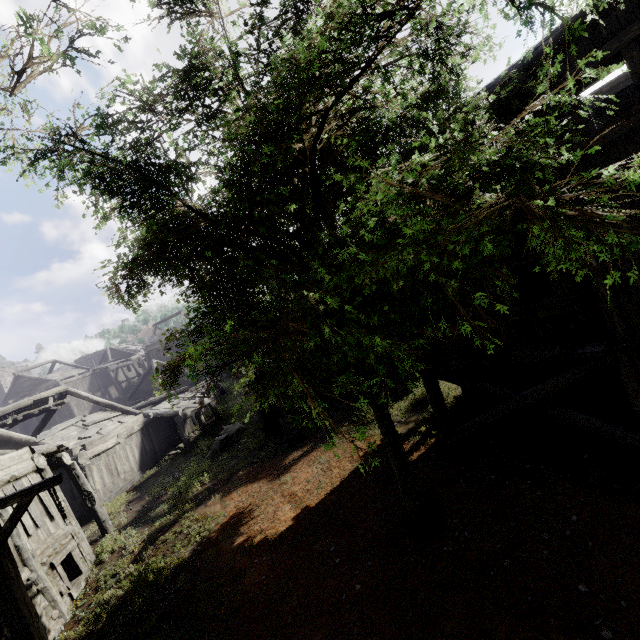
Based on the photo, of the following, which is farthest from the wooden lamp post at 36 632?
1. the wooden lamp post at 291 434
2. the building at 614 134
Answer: the wooden lamp post at 291 434

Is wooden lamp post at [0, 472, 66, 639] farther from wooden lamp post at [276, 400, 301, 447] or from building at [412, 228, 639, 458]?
wooden lamp post at [276, 400, 301, 447]

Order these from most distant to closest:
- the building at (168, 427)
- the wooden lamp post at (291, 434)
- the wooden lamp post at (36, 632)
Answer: the wooden lamp post at (291, 434) → the building at (168, 427) → the wooden lamp post at (36, 632)

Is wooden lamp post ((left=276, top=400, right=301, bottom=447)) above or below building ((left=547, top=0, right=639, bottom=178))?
below

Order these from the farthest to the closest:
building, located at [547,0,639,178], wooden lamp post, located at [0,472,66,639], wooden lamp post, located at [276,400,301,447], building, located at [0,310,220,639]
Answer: wooden lamp post, located at [276,400,301,447] → building, located at [0,310,220,639] → wooden lamp post, located at [0,472,66,639] → building, located at [547,0,639,178]

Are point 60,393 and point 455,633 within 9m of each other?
no
